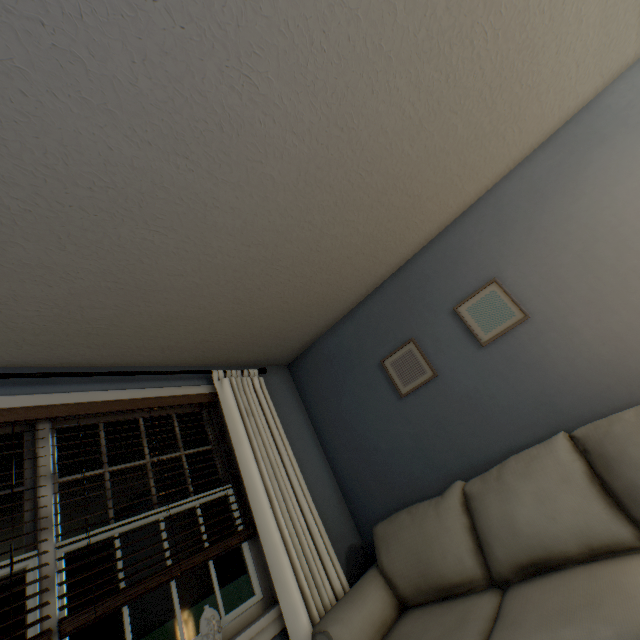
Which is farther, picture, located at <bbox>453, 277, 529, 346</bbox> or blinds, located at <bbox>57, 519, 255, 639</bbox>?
picture, located at <bbox>453, 277, 529, 346</bbox>

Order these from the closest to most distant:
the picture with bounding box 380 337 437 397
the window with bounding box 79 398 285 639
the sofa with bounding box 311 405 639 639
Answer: the sofa with bounding box 311 405 639 639 → the window with bounding box 79 398 285 639 → the picture with bounding box 380 337 437 397

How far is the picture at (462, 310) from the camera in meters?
2.1 m

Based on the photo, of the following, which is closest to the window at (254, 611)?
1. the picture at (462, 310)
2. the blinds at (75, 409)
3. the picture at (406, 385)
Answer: the blinds at (75, 409)

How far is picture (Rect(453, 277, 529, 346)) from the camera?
2.1m

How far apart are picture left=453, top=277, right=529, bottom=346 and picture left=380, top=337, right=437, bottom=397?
0.4 meters

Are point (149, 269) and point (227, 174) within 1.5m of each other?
yes

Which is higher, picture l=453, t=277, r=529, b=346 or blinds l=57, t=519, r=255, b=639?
picture l=453, t=277, r=529, b=346
